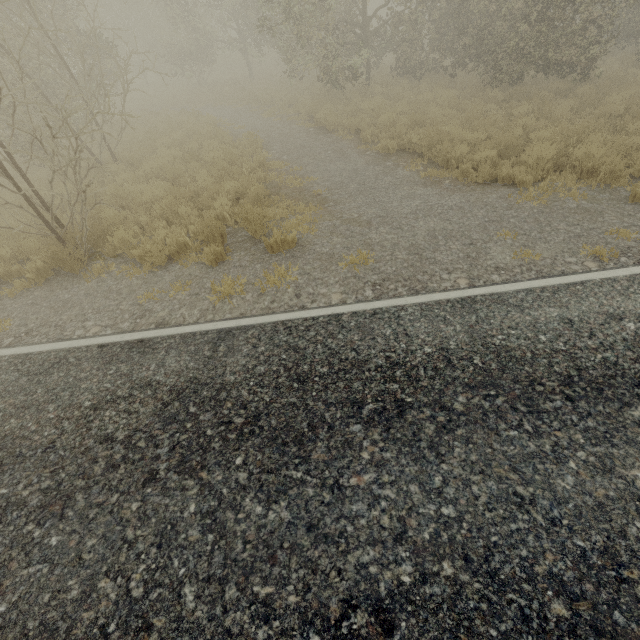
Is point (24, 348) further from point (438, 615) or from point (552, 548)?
point (552, 548)
